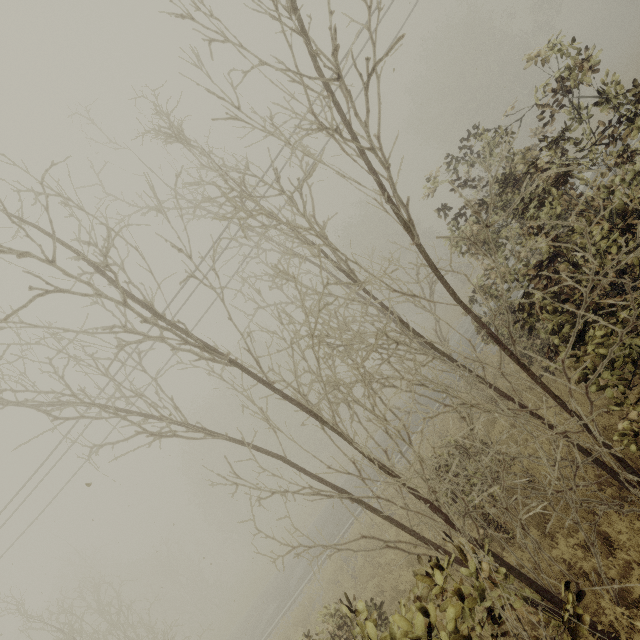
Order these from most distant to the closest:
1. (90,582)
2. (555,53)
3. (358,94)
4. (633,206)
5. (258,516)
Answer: (258,516) → (90,582) → (358,94) → (555,53) → (633,206)
